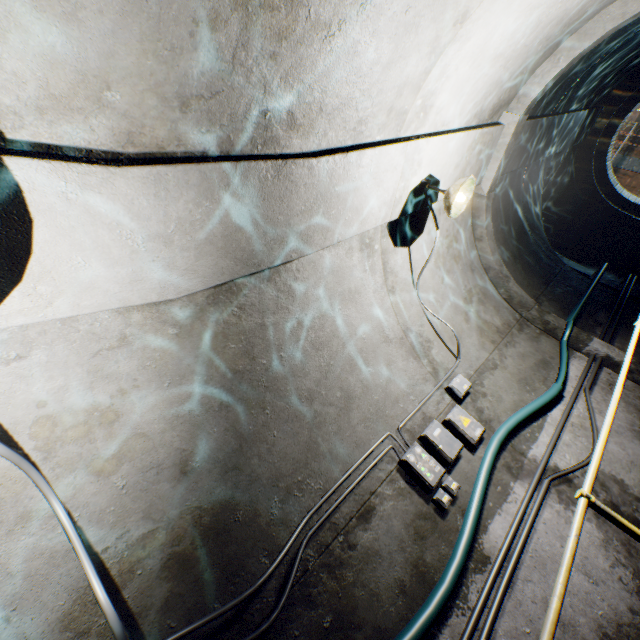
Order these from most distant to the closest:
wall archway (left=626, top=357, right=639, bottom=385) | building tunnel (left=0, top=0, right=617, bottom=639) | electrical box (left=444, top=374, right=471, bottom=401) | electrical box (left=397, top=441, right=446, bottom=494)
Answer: wall archway (left=626, top=357, right=639, bottom=385)
electrical box (left=444, top=374, right=471, bottom=401)
electrical box (left=397, top=441, right=446, bottom=494)
building tunnel (left=0, top=0, right=617, bottom=639)

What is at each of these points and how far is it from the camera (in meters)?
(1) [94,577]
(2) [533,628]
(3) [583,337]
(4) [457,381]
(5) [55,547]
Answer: (1) wire, 1.66
(2) building tunnel, 2.54
(3) wall archway, 5.01
(4) electrical box, 4.03
(5) building tunnel, 1.81

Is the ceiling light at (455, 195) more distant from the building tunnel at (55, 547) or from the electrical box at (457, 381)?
the electrical box at (457, 381)

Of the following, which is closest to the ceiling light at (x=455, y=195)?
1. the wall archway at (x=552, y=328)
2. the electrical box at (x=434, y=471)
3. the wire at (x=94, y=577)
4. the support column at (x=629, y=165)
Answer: the wire at (x=94, y=577)

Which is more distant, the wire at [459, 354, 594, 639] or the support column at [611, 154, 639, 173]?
the support column at [611, 154, 639, 173]

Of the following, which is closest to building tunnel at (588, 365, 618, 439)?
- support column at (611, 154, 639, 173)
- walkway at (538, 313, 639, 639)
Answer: walkway at (538, 313, 639, 639)

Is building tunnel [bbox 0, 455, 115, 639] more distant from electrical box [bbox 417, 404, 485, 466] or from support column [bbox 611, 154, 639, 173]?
support column [bbox 611, 154, 639, 173]

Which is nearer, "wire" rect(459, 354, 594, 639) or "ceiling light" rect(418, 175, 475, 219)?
"wire" rect(459, 354, 594, 639)
